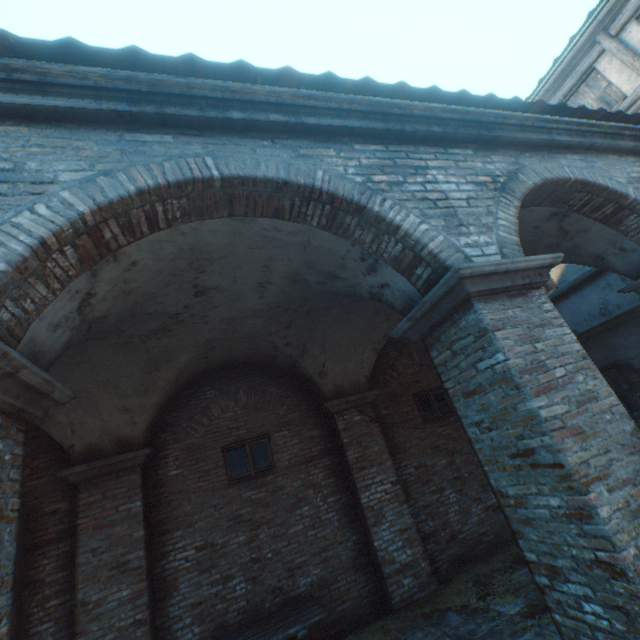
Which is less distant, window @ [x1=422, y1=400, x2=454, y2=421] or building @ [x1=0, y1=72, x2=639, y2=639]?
building @ [x1=0, y1=72, x2=639, y2=639]

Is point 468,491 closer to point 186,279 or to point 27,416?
point 186,279

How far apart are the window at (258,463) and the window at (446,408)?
4.0 meters

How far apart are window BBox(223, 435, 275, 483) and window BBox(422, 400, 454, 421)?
4.0m

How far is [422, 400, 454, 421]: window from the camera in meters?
8.4 m

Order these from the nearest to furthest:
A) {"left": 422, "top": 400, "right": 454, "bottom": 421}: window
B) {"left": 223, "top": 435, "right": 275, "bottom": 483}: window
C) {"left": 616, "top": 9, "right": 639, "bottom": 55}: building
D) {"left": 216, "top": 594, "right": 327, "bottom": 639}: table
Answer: {"left": 216, "top": 594, "right": 327, "bottom": 639}: table
{"left": 223, "top": 435, "right": 275, "bottom": 483}: window
{"left": 616, "top": 9, "right": 639, "bottom": 55}: building
{"left": 422, "top": 400, "right": 454, "bottom": 421}: window

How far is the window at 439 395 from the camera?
8.6m
